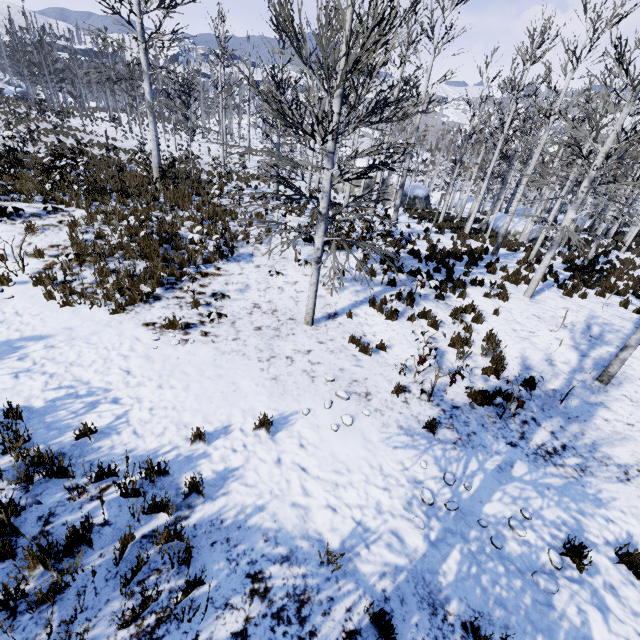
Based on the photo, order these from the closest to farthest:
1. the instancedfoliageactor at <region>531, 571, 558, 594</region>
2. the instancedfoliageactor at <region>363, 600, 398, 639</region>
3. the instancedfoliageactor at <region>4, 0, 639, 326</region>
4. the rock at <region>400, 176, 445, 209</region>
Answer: the instancedfoliageactor at <region>363, 600, 398, 639</region>, the instancedfoliageactor at <region>531, 571, 558, 594</region>, the instancedfoliageactor at <region>4, 0, 639, 326</region>, the rock at <region>400, 176, 445, 209</region>

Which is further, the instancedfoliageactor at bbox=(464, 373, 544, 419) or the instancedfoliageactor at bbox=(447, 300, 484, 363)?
the instancedfoliageactor at bbox=(447, 300, 484, 363)

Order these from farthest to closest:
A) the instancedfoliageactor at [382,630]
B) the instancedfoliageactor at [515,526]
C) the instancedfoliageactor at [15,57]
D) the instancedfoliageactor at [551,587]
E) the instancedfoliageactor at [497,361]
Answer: the instancedfoliageactor at [497,361] → the instancedfoliageactor at [15,57] → the instancedfoliageactor at [515,526] → the instancedfoliageactor at [551,587] → the instancedfoliageactor at [382,630]

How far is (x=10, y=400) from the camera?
4.8m

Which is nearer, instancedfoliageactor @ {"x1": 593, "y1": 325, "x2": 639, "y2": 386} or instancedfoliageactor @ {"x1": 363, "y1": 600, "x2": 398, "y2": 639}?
instancedfoliageactor @ {"x1": 363, "y1": 600, "x2": 398, "y2": 639}

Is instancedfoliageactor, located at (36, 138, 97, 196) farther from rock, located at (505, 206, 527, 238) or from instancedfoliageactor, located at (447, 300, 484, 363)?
rock, located at (505, 206, 527, 238)

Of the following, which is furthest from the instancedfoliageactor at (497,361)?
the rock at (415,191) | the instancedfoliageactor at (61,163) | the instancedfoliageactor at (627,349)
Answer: the rock at (415,191)

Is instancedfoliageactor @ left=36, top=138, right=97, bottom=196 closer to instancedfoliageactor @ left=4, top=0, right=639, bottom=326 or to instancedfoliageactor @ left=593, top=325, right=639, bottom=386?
instancedfoliageactor @ left=593, top=325, right=639, bottom=386
